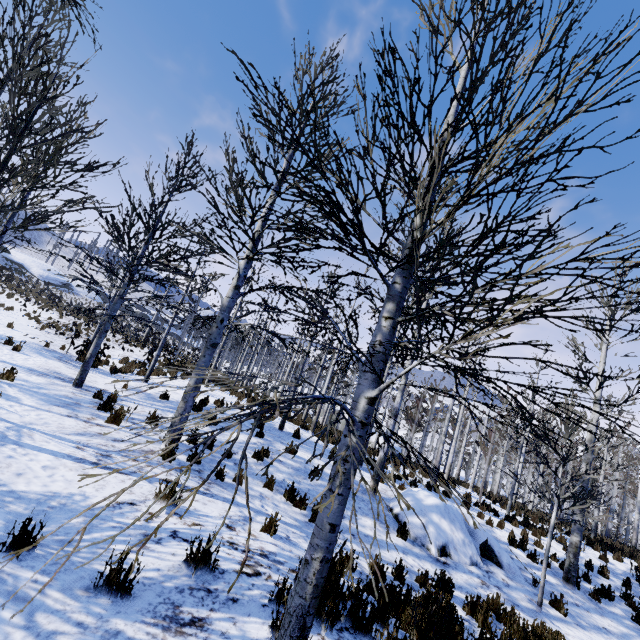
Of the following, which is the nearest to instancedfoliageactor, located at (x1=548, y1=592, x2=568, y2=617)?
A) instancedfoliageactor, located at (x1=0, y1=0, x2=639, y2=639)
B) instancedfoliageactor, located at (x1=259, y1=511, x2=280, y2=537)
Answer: instancedfoliageactor, located at (x1=0, y1=0, x2=639, y2=639)

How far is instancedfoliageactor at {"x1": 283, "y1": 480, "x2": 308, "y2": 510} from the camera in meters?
6.7 m

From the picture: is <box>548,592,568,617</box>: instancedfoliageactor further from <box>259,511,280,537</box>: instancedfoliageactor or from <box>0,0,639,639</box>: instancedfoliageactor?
<box>259,511,280,537</box>: instancedfoliageactor

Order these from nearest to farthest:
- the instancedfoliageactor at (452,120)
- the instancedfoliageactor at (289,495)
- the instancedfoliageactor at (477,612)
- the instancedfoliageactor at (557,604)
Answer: the instancedfoliageactor at (452,120) < the instancedfoliageactor at (477,612) < the instancedfoliageactor at (289,495) < the instancedfoliageactor at (557,604)

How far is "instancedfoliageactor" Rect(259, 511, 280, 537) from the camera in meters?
4.8

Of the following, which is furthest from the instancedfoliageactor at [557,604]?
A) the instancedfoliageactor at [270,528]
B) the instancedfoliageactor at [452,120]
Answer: the instancedfoliageactor at [270,528]

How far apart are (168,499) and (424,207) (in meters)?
4.78

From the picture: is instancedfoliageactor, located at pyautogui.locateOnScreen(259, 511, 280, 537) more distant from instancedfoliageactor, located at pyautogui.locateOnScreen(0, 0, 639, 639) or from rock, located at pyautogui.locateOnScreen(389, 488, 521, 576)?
rock, located at pyautogui.locateOnScreen(389, 488, 521, 576)
